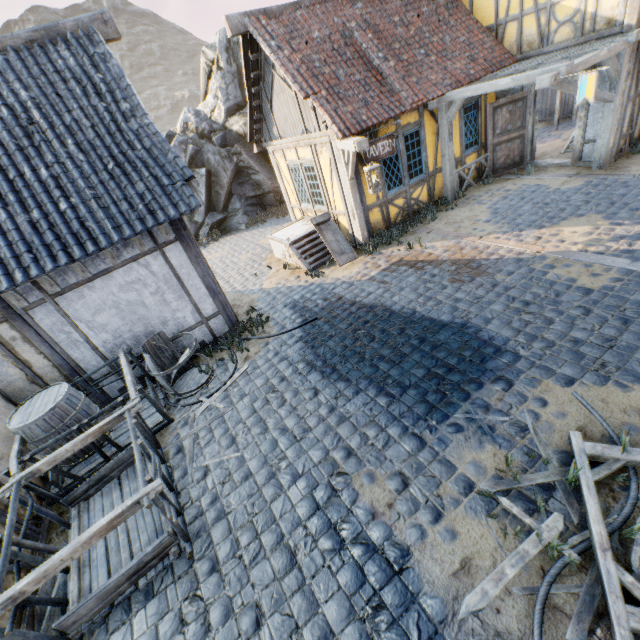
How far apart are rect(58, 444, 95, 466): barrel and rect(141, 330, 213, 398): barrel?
A: 1.00m

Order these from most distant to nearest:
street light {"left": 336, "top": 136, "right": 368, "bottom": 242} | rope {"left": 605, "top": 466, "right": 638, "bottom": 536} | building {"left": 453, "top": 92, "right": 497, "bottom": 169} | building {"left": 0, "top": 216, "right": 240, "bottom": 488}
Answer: building {"left": 453, "top": 92, "right": 497, "bottom": 169}, street light {"left": 336, "top": 136, "right": 368, "bottom": 242}, building {"left": 0, "top": 216, "right": 240, "bottom": 488}, rope {"left": 605, "top": 466, "right": 638, "bottom": 536}

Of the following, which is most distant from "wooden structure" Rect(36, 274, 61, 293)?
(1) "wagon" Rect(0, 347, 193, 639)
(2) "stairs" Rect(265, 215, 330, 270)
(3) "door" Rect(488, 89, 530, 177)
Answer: (3) "door" Rect(488, 89, 530, 177)

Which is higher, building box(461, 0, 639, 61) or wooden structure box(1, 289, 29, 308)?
building box(461, 0, 639, 61)

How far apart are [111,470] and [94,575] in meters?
1.4 m

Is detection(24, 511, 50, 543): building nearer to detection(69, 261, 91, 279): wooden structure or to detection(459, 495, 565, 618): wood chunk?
detection(69, 261, 91, 279): wooden structure

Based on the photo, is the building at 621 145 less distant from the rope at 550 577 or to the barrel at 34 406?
the rope at 550 577

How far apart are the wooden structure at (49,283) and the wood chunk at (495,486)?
6.76m
